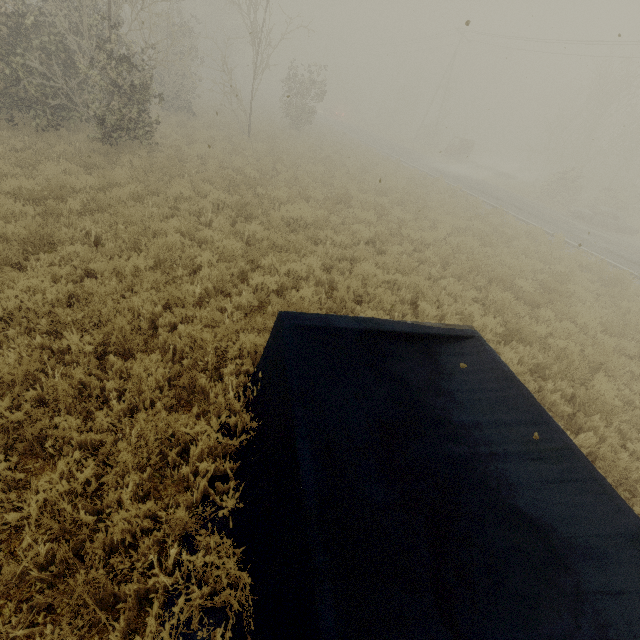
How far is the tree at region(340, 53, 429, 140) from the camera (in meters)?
49.94

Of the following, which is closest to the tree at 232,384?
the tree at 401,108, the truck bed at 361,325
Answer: the truck bed at 361,325

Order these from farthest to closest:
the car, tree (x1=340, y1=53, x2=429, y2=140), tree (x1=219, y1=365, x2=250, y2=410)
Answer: tree (x1=340, y1=53, x2=429, y2=140), the car, tree (x1=219, y1=365, x2=250, y2=410)

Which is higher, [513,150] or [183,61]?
[183,61]

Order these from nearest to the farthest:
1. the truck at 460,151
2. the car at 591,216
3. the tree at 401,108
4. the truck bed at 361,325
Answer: the truck bed at 361,325 < the car at 591,216 < the truck at 460,151 < the tree at 401,108

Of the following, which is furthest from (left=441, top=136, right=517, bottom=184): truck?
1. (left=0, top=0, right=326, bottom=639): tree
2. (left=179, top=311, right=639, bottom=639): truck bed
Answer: (left=179, top=311, right=639, bottom=639): truck bed

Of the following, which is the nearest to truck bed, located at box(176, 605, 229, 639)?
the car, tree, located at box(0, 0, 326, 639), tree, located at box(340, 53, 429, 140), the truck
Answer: tree, located at box(0, 0, 326, 639)
